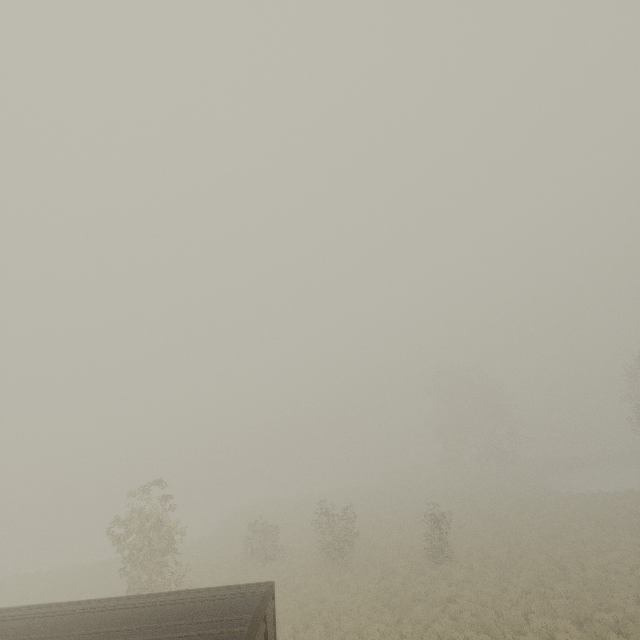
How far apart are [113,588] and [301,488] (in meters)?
41.71

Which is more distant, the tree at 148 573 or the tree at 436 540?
the tree at 436 540

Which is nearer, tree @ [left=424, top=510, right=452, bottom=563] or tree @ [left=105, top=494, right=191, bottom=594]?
tree @ [left=105, top=494, right=191, bottom=594]

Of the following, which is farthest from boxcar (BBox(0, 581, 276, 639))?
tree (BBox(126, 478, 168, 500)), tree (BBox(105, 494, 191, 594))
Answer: tree (BBox(126, 478, 168, 500))

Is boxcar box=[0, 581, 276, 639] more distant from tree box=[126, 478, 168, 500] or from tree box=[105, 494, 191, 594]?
tree box=[126, 478, 168, 500]

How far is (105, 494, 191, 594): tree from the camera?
15.54m

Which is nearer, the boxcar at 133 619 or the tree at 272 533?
the boxcar at 133 619
